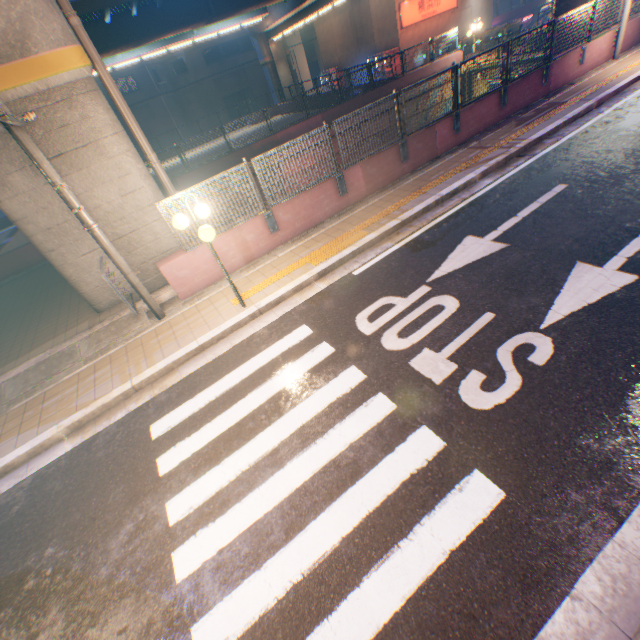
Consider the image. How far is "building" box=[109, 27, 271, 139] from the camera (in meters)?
38.56

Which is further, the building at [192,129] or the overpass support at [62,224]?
the building at [192,129]

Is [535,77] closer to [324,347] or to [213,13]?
[324,347]

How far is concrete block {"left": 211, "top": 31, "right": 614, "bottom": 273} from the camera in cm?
824

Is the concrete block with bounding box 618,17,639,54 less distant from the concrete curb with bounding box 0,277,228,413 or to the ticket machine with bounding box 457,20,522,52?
the concrete curb with bounding box 0,277,228,413

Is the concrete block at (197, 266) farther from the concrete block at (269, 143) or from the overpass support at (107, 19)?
the concrete block at (269, 143)

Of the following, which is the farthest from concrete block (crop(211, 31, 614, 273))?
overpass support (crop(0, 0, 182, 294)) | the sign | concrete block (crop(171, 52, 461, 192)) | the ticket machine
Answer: the sign

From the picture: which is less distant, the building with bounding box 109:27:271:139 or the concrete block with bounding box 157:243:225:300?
the concrete block with bounding box 157:243:225:300
